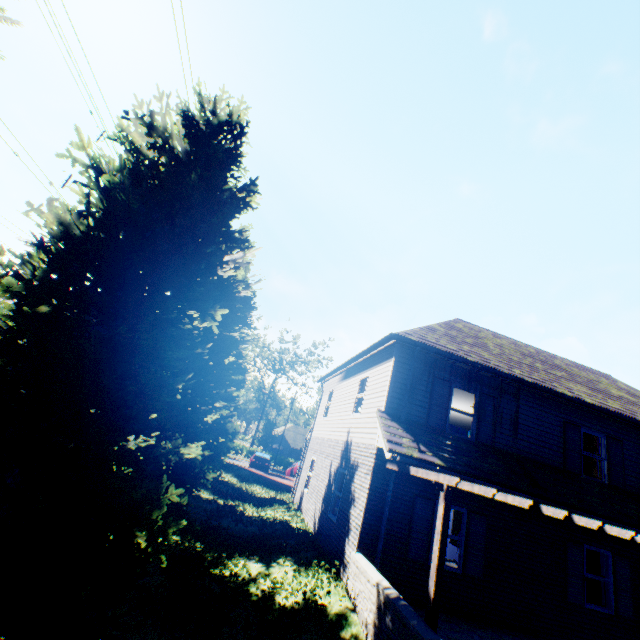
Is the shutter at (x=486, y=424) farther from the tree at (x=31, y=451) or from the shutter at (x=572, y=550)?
the tree at (x=31, y=451)

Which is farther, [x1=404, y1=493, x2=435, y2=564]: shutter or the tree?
[x1=404, y1=493, x2=435, y2=564]: shutter

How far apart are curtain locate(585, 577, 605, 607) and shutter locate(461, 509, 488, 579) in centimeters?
348cm

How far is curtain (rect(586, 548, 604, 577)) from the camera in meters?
10.0 m

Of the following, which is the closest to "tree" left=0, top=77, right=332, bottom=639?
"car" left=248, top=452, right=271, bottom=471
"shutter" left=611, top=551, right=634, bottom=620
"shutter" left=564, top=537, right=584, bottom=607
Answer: "car" left=248, top=452, right=271, bottom=471

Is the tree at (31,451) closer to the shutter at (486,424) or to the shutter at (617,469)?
the shutter at (486,424)

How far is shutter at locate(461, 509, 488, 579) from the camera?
8.84m

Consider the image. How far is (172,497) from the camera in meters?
5.7 m
